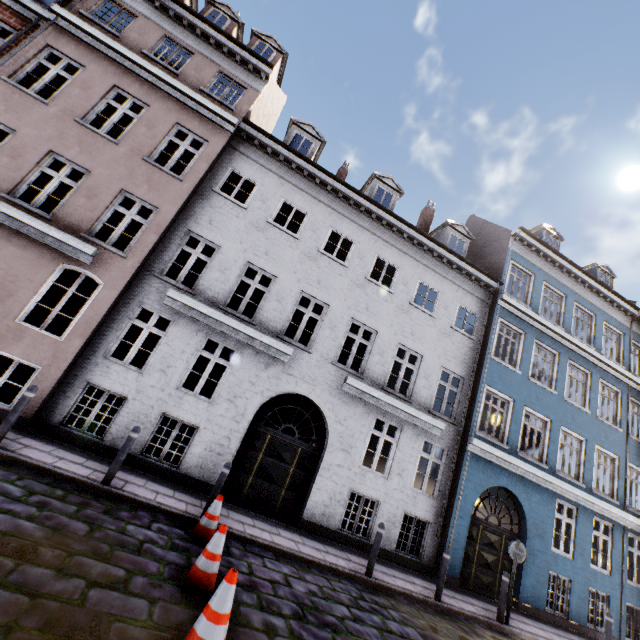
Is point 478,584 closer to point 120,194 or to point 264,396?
point 264,396
